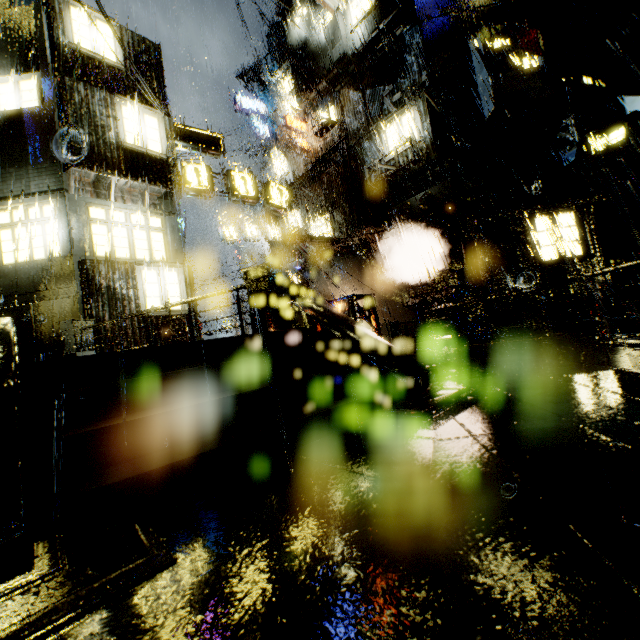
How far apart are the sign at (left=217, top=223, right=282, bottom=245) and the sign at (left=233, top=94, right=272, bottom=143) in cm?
900

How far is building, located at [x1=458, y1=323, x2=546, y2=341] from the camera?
15.1m

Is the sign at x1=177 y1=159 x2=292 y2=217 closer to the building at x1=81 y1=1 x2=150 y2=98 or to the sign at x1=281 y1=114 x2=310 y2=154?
the building at x1=81 y1=1 x2=150 y2=98

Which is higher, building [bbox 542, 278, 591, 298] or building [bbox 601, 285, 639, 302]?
building [bbox 542, 278, 591, 298]

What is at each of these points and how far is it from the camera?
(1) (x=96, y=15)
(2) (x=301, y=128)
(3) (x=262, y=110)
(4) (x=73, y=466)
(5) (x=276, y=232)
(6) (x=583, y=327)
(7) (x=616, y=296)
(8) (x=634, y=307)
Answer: (1) building, 11.5 meters
(2) sign, 22.5 meters
(3) sign, 27.8 meters
(4) stairs, 2.7 meters
(5) sign, 27.8 meters
(6) building, 14.1 meters
(7) building, 16.4 meters
(8) building, 16.7 meters

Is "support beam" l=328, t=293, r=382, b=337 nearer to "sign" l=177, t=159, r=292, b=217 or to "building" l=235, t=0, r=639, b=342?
"building" l=235, t=0, r=639, b=342

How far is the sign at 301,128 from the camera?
21.7m

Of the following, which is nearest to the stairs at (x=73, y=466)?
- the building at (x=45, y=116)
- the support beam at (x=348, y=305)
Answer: the building at (x=45, y=116)
